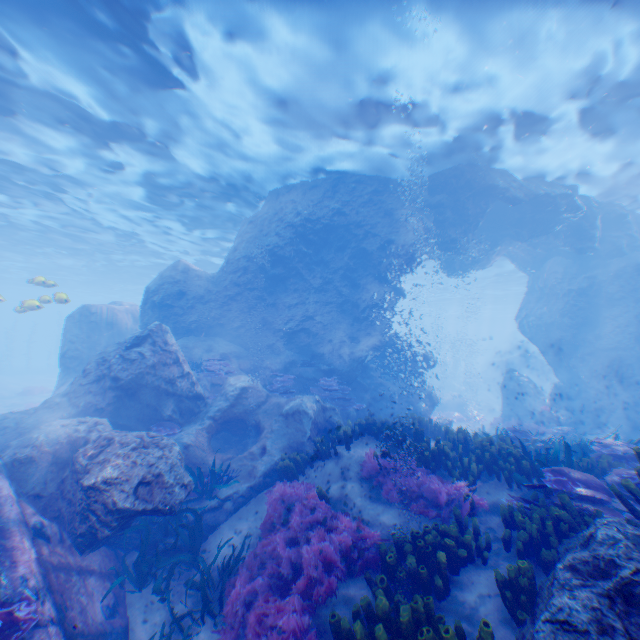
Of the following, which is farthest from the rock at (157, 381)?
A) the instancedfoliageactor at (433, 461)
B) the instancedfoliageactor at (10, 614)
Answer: the instancedfoliageactor at (10, 614)

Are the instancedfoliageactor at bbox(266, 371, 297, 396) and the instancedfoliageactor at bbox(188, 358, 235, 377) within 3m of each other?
yes

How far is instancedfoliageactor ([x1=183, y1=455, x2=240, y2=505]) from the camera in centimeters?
786cm

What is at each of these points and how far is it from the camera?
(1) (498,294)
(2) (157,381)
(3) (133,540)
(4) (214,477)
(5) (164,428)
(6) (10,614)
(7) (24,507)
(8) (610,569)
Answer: (1) light, 44.8 meters
(2) rock, 9.9 meters
(3) rock, 6.9 meters
(4) instancedfoliageactor, 8.3 meters
(5) instancedfoliageactor, 9.1 meters
(6) instancedfoliageactor, 3.9 meters
(7) plane, 5.4 meters
(8) rock, 3.2 meters

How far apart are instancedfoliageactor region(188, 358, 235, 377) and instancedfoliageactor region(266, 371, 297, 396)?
1.33m

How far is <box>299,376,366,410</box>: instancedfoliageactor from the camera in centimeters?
1273cm

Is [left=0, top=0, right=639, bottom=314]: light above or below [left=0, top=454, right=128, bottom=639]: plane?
above
